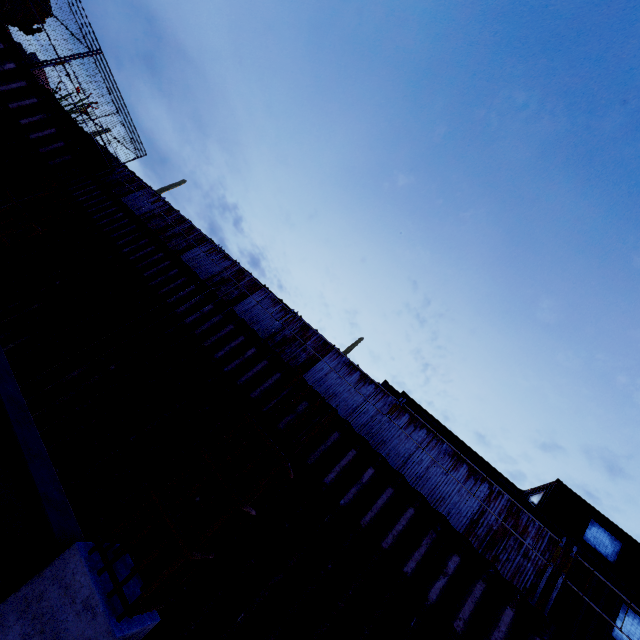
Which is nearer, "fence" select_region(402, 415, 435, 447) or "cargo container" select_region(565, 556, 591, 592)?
"cargo container" select_region(565, 556, 591, 592)

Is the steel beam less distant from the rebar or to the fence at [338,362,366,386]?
the rebar

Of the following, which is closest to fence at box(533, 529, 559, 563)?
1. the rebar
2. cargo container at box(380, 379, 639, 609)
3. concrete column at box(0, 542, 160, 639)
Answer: cargo container at box(380, 379, 639, 609)

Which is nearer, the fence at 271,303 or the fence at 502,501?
the fence at 502,501

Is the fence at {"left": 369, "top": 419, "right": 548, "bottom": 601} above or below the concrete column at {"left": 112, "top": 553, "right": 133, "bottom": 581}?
above

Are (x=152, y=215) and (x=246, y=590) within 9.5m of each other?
no

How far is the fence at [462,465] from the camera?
8.6 meters

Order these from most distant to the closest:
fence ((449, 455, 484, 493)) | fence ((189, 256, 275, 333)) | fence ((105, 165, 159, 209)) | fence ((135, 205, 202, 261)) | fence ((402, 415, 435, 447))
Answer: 1. fence ((105, 165, 159, 209))
2. fence ((135, 205, 202, 261))
3. fence ((189, 256, 275, 333))
4. fence ((402, 415, 435, 447))
5. fence ((449, 455, 484, 493))
